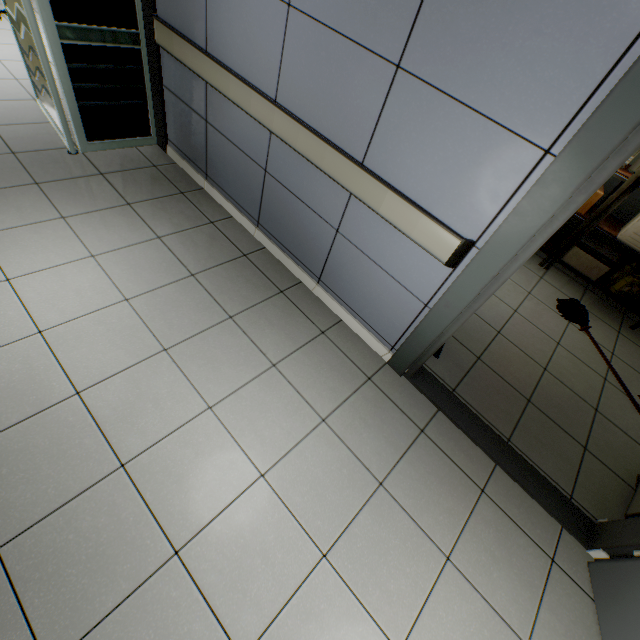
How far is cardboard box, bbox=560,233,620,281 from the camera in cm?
369

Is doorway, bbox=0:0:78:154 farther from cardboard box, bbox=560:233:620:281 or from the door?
cardboard box, bbox=560:233:620:281

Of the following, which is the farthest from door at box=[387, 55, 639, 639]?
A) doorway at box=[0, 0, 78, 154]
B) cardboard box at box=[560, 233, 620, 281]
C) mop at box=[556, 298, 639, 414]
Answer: doorway at box=[0, 0, 78, 154]

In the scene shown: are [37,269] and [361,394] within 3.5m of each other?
yes

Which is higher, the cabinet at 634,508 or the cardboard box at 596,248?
the cardboard box at 596,248

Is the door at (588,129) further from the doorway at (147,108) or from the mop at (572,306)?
the doorway at (147,108)

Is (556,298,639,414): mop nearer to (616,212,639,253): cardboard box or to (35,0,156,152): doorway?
(616,212,639,253): cardboard box

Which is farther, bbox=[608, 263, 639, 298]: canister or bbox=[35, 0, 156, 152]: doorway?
bbox=[608, 263, 639, 298]: canister
